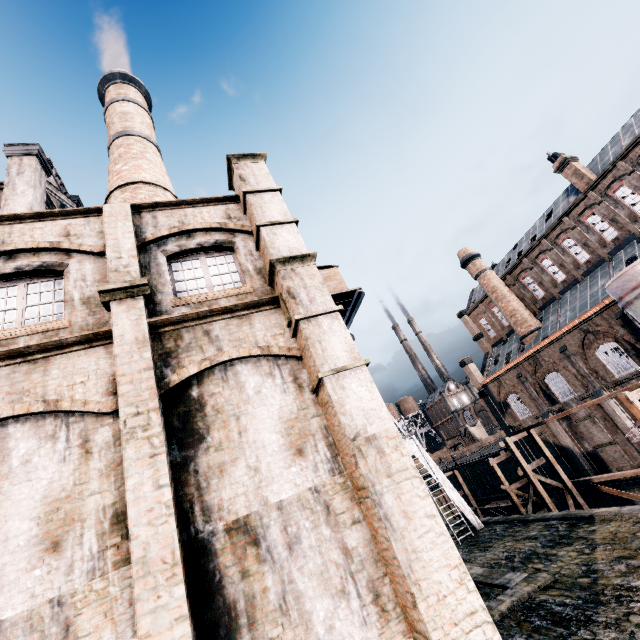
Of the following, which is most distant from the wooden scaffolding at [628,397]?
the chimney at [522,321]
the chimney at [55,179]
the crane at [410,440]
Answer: Result: the chimney at [55,179]

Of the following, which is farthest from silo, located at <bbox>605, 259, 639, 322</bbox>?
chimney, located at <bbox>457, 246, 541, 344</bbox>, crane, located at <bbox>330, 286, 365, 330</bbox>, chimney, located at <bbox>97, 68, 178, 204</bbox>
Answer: chimney, located at <bbox>97, 68, 178, 204</bbox>

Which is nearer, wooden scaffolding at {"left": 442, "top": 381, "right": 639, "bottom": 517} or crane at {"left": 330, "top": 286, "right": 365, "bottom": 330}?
wooden scaffolding at {"left": 442, "top": 381, "right": 639, "bottom": 517}

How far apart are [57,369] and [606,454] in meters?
40.5

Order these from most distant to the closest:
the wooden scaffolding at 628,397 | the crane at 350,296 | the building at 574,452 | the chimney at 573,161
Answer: the chimney at 573,161 → the building at 574,452 → the crane at 350,296 → the wooden scaffolding at 628,397

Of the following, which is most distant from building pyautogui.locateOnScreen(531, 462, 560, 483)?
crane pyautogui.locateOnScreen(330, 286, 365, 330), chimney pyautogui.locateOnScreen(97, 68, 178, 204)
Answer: crane pyautogui.locateOnScreen(330, 286, 365, 330)

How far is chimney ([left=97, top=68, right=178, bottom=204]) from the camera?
20.55m

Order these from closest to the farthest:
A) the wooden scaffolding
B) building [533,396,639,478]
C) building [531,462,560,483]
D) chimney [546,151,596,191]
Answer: the wooden scaffolding → building [533,396,639,478] → chimney [546,151,596,191] → building [531,462,560,483]
